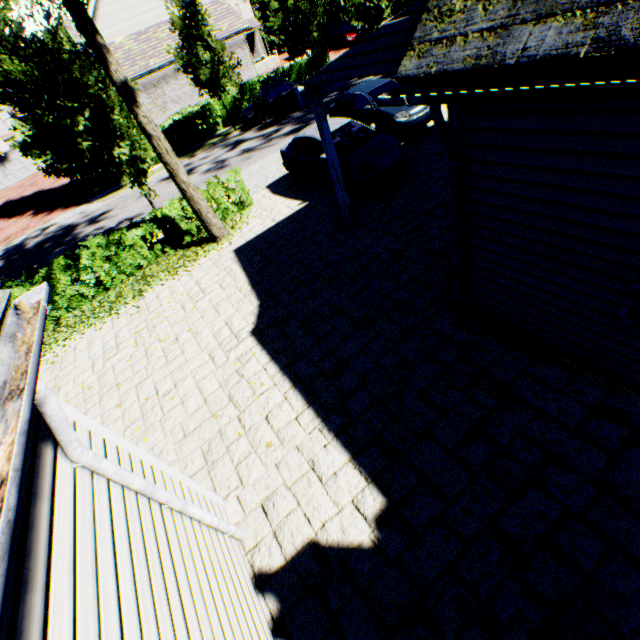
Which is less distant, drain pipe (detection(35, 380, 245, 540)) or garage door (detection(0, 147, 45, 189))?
drain pipe (detection(35, 380, 245, 540))

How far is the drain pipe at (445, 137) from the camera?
3.4 meters

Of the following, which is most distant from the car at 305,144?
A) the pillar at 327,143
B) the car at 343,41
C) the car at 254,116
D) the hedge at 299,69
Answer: the car at 343,41

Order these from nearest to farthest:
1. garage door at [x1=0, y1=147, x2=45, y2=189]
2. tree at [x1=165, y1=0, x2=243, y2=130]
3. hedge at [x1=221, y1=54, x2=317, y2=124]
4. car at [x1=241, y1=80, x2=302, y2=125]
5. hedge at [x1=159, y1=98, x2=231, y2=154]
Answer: tree at [x1=165, y1=0, x2=243, y2=130] → car at [x1=241, y1=80, x2=302, y2=125] → hedge at [x1=159, y1=98, x2=231, y2=154] → hedge at [x1=221, y1=54, x2=317, y2=124] → garage door at [x1=0, y1=147, x2=45, y2=189]

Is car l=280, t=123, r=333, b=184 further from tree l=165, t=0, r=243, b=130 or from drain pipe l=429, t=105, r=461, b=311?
drain pipe l=429, t=105, r=461, b=311

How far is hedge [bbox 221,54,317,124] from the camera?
24.30m

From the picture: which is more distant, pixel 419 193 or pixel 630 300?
pixel 419 193

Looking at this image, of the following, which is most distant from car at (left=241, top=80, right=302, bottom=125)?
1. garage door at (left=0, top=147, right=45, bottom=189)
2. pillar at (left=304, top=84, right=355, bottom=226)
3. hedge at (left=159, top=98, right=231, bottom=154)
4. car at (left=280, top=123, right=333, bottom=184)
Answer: garage door at (left=0, top=147, right=45, bottom=189)
